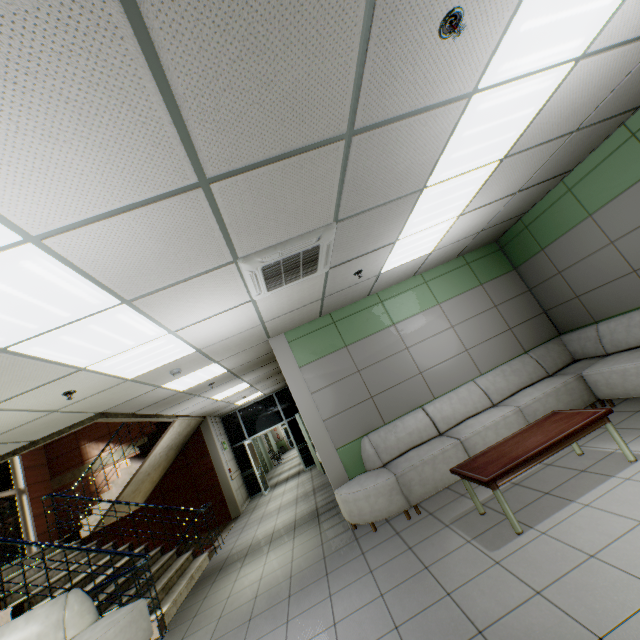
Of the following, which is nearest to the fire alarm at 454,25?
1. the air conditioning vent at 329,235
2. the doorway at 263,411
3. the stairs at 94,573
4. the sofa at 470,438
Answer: the air conditioning vent at 329,235

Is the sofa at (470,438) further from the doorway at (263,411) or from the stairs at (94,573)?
the doorway at (263,411)

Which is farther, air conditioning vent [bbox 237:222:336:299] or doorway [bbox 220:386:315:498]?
doorway [bbox 220:386:315:498]

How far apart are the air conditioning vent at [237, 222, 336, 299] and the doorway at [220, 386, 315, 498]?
9.4m

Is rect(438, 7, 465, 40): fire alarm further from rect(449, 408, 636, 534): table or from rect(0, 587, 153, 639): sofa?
rect(0, 587, 153, 639): sofa

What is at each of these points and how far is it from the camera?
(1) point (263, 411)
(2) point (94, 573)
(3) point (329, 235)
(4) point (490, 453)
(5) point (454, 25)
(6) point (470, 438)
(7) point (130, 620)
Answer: (1) doorway, 13.0 meters
(2) stairs, 4.7 meters
(3) air conditioning vent, 3.1 meters
(4) table, 3.6 meters
(5) fire alarm, 1.7 meters
(6) sofa, 4.6 meters
(7) sofa, 4.0 meters

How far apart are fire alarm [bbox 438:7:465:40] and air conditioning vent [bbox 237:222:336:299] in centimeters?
155cm

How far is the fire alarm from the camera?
1.7m
